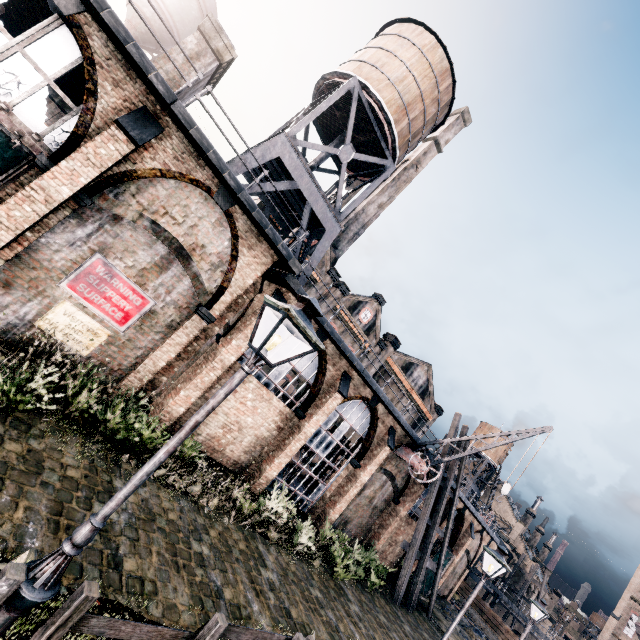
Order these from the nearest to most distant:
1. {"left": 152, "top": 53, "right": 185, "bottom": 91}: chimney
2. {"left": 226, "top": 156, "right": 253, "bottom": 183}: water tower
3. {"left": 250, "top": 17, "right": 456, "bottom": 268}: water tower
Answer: {"left": 152, "top": 53, "right": 185, "bottom": 91}: chimney, {"left": 226, "top": 156, "right": 253, "bottom": 183}: water tower, {"left": 250, "top": 17, "right": 456, "bottom": 268}: water tower

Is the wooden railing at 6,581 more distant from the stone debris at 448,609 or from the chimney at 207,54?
the stone debris at 448,609

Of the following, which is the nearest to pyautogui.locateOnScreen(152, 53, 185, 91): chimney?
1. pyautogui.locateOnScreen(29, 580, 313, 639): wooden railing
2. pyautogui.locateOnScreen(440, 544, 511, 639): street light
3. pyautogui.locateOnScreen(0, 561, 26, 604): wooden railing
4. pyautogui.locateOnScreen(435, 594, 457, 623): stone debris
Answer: pyautogui.locateOnScreen(0, 561, 26, 604): wooden railing

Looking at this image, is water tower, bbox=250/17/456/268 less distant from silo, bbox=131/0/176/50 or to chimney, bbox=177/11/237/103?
chimney, bbox=177/11/237/103

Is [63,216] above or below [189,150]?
below

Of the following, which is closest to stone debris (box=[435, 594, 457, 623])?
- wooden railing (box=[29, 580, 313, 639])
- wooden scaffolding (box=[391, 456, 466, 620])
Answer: wooden scaffolding (box=[391, 456, 466, 620])

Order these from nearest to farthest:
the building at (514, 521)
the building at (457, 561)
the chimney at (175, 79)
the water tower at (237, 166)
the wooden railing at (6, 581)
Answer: the wooden railing at (6, 581) < the chimney at (175, 79) < the water tower at (237, 166) < the building at (457, 561) < the building at (514, 521)

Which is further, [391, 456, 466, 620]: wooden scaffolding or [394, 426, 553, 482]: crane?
[391, 456, 466, 620]: wooden scaffolding
